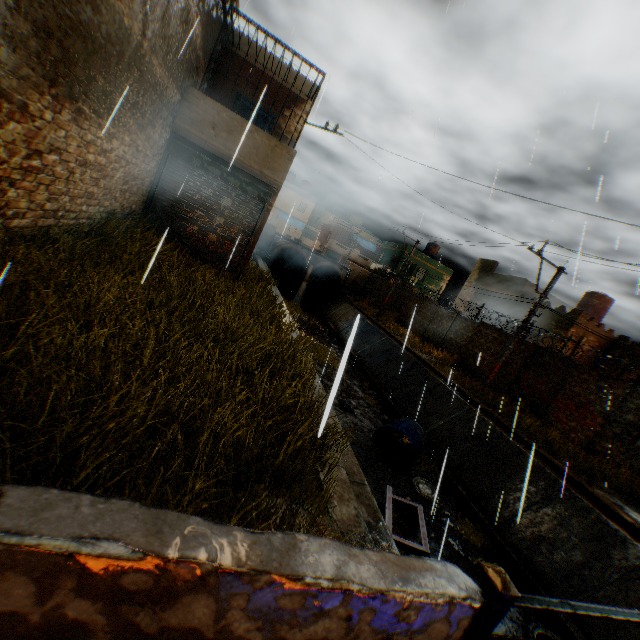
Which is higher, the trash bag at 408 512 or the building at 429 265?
the building at 429 265

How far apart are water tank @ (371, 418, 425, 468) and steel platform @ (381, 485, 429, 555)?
2.8 meters

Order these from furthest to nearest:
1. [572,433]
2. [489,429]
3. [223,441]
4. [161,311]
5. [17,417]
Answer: [572,433] → [489,429] → [161,311] → [223,441] → [17,417]

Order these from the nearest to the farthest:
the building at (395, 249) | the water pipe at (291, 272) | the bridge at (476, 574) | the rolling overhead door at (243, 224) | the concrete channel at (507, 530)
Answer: the bridge at (476, 574), the concrete channel at (507, 530), the rolling overhead door at (243, 224), the water pipe at (291, 272), the building at (395, 249)

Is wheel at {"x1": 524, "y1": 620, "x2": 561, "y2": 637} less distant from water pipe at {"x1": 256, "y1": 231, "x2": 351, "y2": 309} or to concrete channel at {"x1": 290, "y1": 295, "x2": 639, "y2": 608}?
concrete channel at {"x1": 290, "y1": 295, "x2": 639, "y2": 608}

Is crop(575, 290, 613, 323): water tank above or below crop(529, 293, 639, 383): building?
above

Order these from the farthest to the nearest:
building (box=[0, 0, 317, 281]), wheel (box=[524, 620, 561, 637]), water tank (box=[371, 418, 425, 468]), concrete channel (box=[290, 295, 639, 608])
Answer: water tank (box=[371, 418, 425, 468]) → wheel (box=[524, 620, 561, 637]) → concrete channel (box=[290, 295, 639, 608]) → building (box=[0, 0, 317, 281])

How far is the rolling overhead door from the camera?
10.0m
